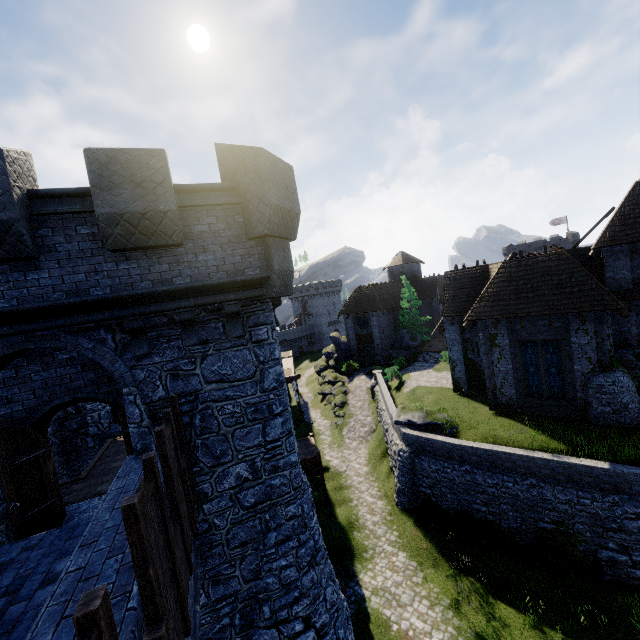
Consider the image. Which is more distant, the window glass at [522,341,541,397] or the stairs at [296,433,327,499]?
the stairs at [296,433,327,499]

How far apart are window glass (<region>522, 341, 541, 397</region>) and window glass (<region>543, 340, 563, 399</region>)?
0.2 meters

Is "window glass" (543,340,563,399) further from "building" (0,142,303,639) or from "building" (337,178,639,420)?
"building" (0,142,303,639)

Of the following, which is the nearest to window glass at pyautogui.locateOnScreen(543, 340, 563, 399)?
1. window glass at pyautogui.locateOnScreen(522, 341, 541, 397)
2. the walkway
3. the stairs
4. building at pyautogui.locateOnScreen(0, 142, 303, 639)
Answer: window glass at pyautogui.locateOnScreen(522, 341, 541, 397)

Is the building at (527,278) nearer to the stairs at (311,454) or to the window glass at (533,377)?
the window glass at (533,377)

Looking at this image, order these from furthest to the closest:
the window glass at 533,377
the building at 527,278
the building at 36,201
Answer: the window glass at 533,377, the building at 527,278, the building at 36,201

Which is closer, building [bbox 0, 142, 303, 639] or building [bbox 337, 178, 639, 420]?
building [bbox 0, 142, 303, 639]

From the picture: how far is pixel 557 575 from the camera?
13.5 meters
